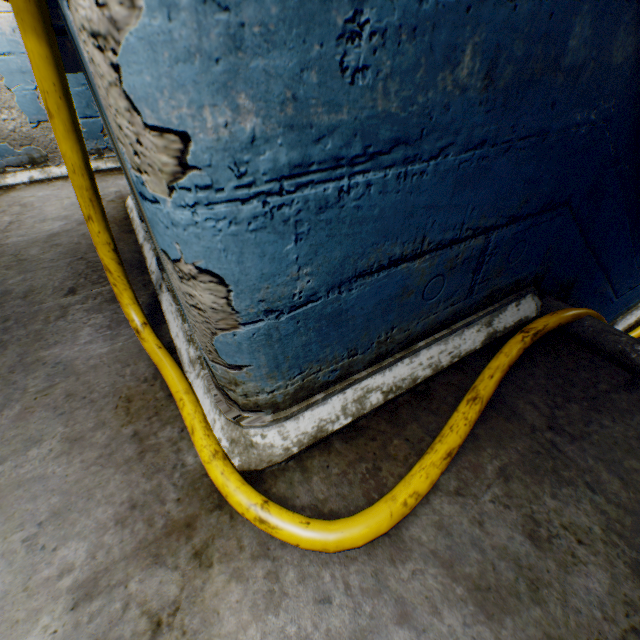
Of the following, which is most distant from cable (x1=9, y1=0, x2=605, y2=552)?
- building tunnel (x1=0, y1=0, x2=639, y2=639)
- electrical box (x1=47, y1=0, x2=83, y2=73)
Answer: electrical box (x1=47, y1=0, x2=83, y2=73)

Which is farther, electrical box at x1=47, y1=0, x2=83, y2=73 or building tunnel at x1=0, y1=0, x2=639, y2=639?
electrical box at x1=47, y1=0, x2=83, y2=73

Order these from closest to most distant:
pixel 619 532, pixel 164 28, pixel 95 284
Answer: pixel 164 28 < pixel 619 532 < pixel 95 284

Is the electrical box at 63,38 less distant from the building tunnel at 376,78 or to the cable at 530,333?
the building tunnel at 376,78

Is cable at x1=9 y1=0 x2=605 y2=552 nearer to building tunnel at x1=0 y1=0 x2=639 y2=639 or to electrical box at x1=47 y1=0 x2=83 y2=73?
building tunnel at x1=0 y1=0 x2=639 y2=639

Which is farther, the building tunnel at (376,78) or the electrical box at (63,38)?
the electrical box at (63,38)
